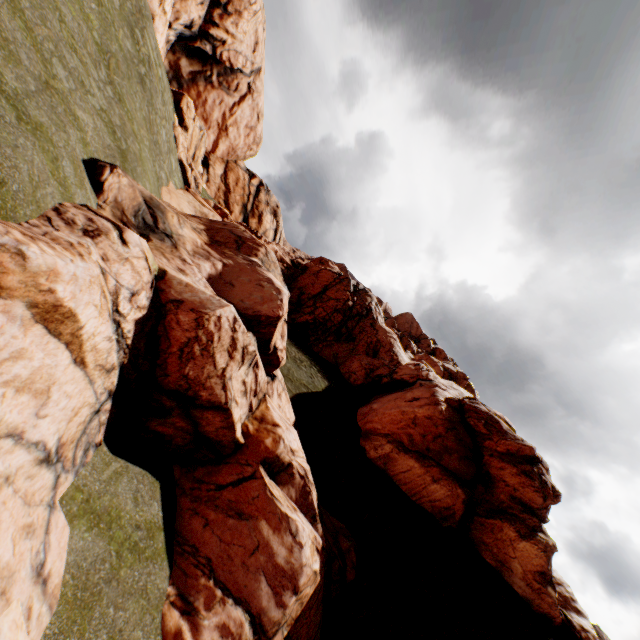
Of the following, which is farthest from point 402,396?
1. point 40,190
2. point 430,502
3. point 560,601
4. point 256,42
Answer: point 256,42
